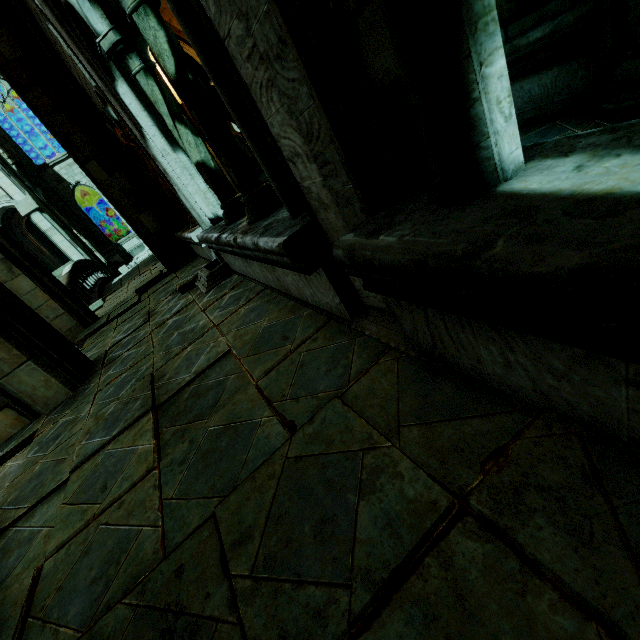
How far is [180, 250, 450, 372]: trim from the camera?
1.7m

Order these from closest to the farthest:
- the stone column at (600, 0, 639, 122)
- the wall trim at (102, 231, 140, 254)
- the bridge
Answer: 1. the stone column at (600, 0, 639, 122)
2. the bridge
3. the wall trim at (102, 231, 140, 254)

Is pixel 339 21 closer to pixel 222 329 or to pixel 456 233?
pixel 456 233

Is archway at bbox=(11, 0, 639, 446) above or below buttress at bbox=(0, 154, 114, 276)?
below

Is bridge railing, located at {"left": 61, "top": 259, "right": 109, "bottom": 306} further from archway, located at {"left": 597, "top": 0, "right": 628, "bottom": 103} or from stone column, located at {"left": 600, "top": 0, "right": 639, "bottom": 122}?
stone column, located at {"left": 600, "top": 0, "right": 639, "bottom": 122}

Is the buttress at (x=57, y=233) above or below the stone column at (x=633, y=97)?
above

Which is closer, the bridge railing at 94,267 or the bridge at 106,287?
the bridge railing at 94,267

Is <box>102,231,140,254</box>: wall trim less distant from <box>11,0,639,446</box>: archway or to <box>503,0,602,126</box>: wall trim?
<box>11,0,639,446</box>: archway
